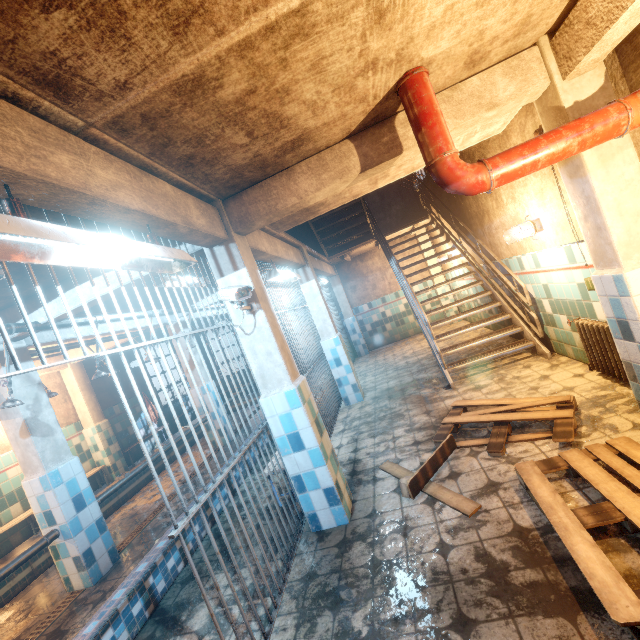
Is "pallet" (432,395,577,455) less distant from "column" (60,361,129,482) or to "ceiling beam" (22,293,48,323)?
"ceiling beam" (22,293,48,323)

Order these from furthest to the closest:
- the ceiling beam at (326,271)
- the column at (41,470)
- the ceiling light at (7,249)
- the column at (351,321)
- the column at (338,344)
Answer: the column at (351,321)
the ceiling beam at (326,271)
the column at (338,344)
the column at (41,470)
the ceiling light at (7,249)

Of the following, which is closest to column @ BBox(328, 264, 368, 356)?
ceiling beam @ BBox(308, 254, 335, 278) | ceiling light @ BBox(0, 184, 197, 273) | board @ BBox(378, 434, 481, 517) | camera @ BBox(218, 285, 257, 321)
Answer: ceiling beam @ BBox(308, 254, 335, 278)

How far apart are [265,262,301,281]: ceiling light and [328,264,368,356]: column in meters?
5.1

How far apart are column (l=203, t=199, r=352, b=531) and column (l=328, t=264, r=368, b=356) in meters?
7.0

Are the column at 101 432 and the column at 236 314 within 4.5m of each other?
no

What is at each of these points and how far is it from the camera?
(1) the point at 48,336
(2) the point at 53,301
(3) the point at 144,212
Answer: (1) ceiling beam, 3.89m
(2) ceiling beam, 3.16m
(3) ceiling beam, 1.75m

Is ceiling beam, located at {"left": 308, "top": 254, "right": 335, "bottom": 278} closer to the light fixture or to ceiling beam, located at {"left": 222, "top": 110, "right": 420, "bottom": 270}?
ceiling beam, located at {"left": 222, "top": 110, "right": 420, "bottom": 270}
